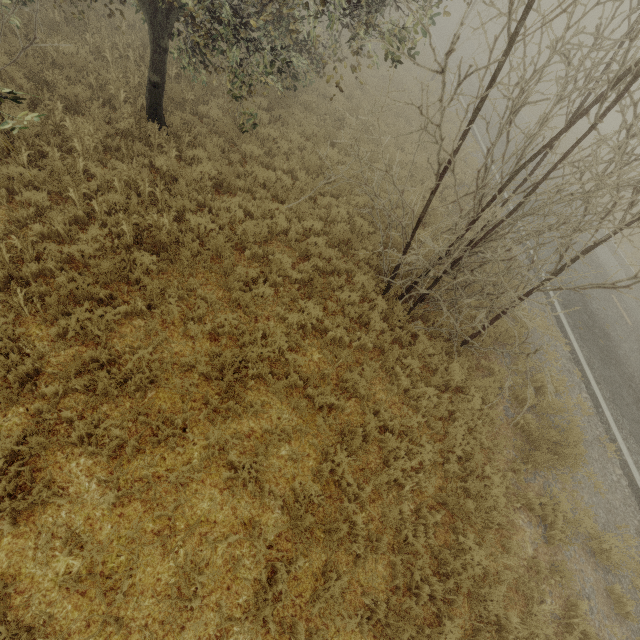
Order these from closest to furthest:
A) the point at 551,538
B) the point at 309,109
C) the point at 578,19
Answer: the point at 578,19
the point at 551,538
the point at 309,109

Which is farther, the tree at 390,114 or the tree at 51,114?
the tree at 51,114

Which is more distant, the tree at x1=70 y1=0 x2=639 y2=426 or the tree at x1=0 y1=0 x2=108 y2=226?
the tree at x1=0 y1=0 x2=108 y2=226
